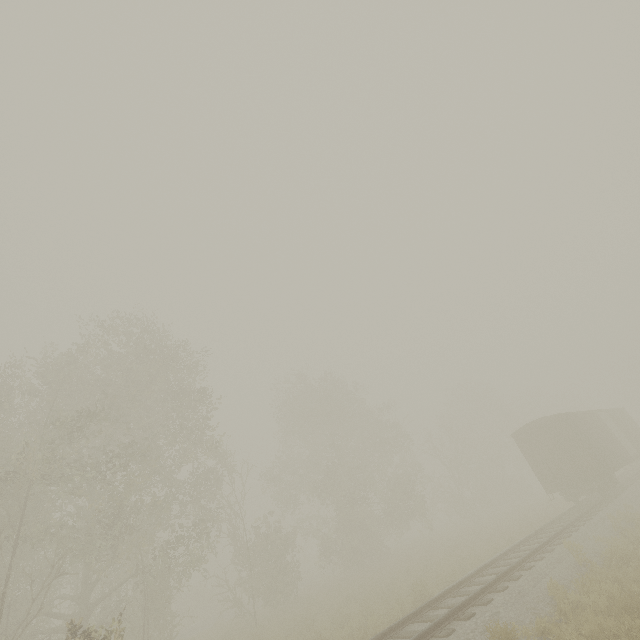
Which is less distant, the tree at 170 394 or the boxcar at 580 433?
the tree at 170 394

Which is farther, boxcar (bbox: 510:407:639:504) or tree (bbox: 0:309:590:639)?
boxcar (bbox: 510:407:639:504)

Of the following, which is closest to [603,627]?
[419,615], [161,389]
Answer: [419,615]
